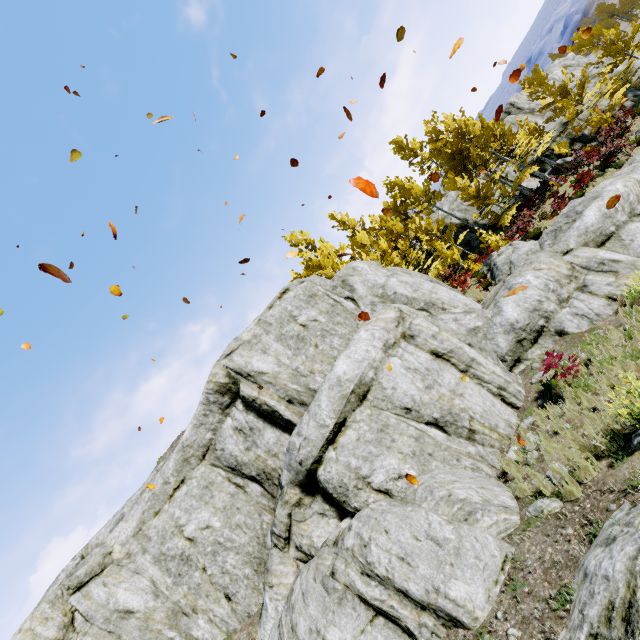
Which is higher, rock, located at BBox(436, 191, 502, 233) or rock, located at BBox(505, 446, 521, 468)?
rock, located at BBox(436, 191, 502, 233)

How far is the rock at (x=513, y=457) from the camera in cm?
728

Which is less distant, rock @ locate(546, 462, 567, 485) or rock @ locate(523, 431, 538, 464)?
rock @ locate(546, 462, 567, 485)

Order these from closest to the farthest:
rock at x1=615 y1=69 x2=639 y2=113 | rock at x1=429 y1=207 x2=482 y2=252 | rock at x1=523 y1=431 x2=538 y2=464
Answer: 1. rock at x1=523 y1=431 x2=538 y2=464
2. rock at x1=615 y1=69 x2=639 y2=113
3. rock at x1=429 y1=207 x2=482 y2=252

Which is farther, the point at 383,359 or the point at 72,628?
the point at 383,359

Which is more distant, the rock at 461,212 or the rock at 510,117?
the rock at 461,212
